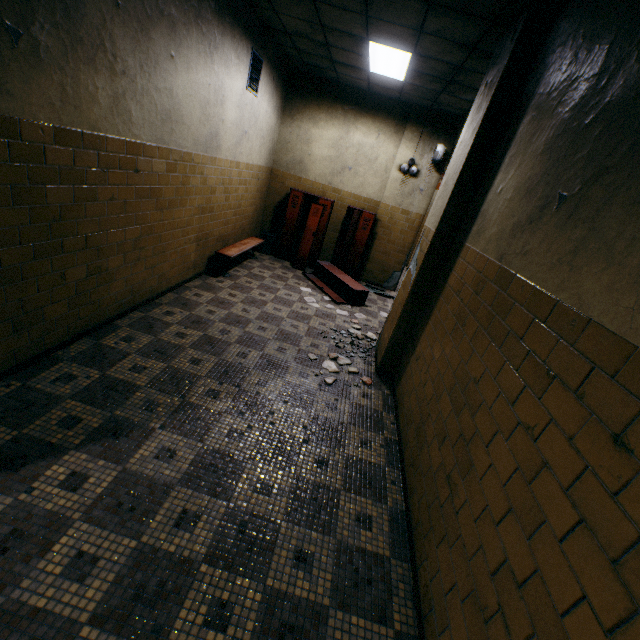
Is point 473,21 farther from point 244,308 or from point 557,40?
point 244,308

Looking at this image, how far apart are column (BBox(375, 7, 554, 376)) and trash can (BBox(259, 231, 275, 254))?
4.30m

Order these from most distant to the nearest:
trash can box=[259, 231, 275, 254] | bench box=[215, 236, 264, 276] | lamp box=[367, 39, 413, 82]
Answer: trash can box=[259, 231, 275, 254]
bench box=[215, 236, 264, 276]
lamp box=[367, 39, 413, 82]

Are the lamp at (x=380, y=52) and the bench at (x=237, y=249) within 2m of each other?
no

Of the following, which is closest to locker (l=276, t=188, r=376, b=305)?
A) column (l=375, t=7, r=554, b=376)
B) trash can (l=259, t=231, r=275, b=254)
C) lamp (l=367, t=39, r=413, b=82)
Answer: trash can (l=259, t=231, r=275, b=254)

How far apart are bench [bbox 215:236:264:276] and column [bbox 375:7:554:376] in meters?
3.0

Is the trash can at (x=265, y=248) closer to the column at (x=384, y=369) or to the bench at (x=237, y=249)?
the bench at (x=237, y=249)

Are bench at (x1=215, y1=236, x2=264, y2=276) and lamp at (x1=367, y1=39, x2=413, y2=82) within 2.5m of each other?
no
